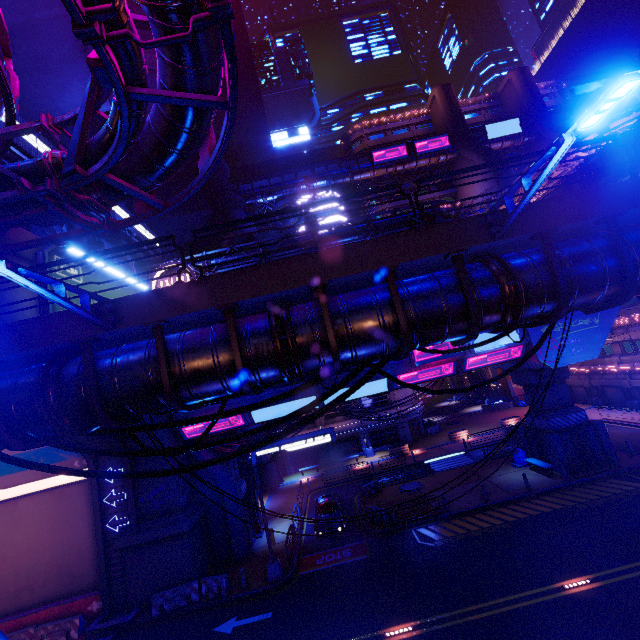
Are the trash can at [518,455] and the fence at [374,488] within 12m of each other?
yes

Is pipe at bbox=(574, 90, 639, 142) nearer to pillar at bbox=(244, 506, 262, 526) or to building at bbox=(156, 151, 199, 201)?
building at bbox=(156, 151, 199, 201)

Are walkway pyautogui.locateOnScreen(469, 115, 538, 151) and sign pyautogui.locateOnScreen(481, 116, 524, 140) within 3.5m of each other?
yes

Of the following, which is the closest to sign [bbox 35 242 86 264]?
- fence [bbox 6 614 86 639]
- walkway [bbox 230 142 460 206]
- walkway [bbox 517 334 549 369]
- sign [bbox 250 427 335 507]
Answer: walkway [bbox 517 334 549 369]

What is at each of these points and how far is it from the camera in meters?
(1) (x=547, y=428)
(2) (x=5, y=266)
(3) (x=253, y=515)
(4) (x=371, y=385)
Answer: (1) pillar, 23.7 m
(2) street light, 4.4 m
(3) pillar, 24.8 m
(4) walkway, 22.1 m

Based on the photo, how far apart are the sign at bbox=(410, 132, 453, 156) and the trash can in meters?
49.6 m

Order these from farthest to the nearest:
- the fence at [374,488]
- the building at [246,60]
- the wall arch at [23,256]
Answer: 1. the building at [246,60]
2. the fence at [374,488]
3. the wall arch at [23,256]

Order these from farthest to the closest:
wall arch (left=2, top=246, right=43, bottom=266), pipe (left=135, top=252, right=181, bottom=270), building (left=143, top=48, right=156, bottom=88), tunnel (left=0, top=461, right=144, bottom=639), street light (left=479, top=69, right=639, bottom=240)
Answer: pipe (left=135, top=252, right=181, bottom=270) < building (left=143, top=48, right=156, bottom=88) < tunnel (left=0, top=461, right=144, bottom=639) < wall arch (left=2, top=246, right=43, bottom=266) < street light (left=479, top=69, right=639, bottom=240)
